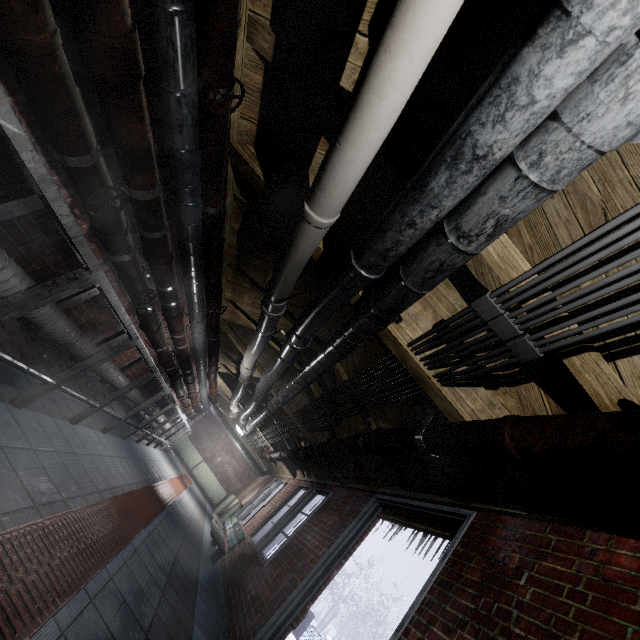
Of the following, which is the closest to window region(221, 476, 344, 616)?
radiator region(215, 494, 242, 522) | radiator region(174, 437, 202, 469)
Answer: radiator region(215, 494, 242, 522)

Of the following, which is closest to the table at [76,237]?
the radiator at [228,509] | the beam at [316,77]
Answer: the beam at [316,77]

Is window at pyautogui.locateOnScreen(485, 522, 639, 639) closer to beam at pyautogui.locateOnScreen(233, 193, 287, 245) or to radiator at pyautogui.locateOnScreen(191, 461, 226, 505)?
beam at pyautogui.locateOnScreen(233, 193, 287, 245)

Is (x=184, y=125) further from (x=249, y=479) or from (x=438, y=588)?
(x=249, y=479)

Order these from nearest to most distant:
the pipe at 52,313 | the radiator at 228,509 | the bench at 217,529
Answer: the pipe at 52,313
the bench at 217,529
the radiator at 228,509

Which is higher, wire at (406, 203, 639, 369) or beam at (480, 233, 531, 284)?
beam at (480, 233, 531, 284)

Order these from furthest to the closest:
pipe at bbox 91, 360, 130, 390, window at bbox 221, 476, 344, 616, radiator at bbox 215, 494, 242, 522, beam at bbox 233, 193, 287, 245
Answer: radiator at bbox 215, 494, 242, 522 → window at bbox 221, 476, 344, 616 → pipe at bbox 91, 360, 130, 390 → beam at bbox 233, 193, 287, 245

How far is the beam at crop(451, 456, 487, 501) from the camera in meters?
2.3
